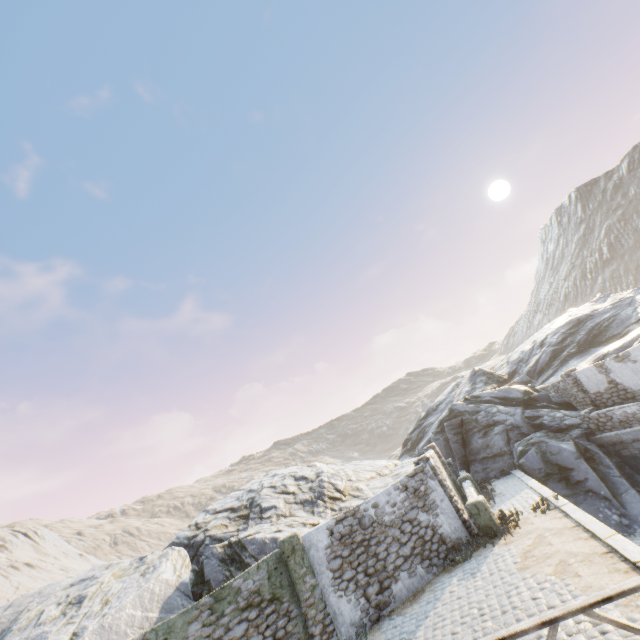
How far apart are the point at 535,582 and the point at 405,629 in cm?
362

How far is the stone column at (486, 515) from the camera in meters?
11.2

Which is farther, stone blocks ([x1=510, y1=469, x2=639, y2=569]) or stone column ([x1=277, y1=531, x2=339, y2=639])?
stone column ([x1=277, y1=531, x2=339, y2=639])

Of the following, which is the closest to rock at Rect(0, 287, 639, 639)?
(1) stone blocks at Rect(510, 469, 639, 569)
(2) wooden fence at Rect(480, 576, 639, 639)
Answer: (1) stone blocks at Rect(510, 469, 639, 569)

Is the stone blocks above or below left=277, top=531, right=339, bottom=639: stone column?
below

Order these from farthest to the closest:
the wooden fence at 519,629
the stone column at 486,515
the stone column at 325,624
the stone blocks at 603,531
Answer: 1. the stone column at 486,515
2. the stone column at 325,624
3. the stone blocks at 603,531
4. the wooden fence at 519,629

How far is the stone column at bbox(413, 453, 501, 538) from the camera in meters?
11.2

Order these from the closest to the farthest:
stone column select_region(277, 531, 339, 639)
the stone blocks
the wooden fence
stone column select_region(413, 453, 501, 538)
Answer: the wooden fence
the stone blocks
stone column select_region(277, 531, 339, 639)
stone column select_region(413, 453, 501, 538)
